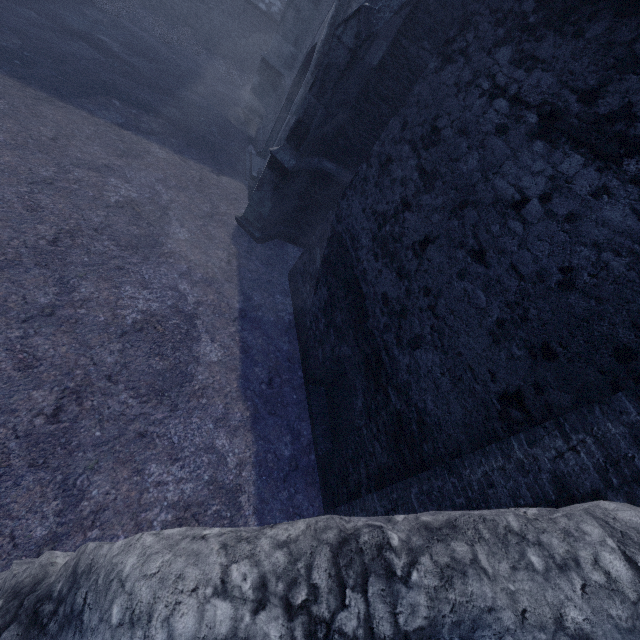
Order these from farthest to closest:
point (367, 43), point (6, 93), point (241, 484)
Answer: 1. point (6, 93)
2. point (367, 43)
3. point (241, 484)
